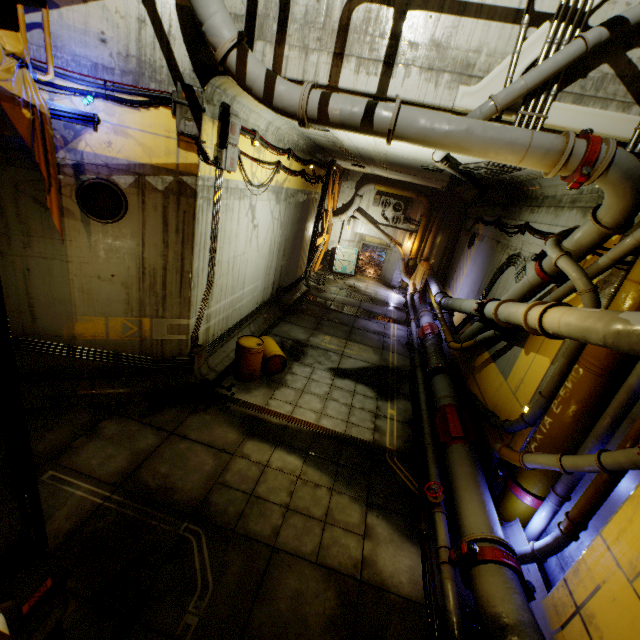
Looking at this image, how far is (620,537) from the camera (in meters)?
4.30

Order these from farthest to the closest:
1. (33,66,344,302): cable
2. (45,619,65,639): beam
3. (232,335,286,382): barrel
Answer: (232,335,286,382): barrel < (33,66,344,302): cable < (45,619,65,639): beam

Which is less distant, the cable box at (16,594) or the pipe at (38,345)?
the cable box at (16,594)

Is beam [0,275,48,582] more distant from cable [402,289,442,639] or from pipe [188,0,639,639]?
cable [402,289,442,639]

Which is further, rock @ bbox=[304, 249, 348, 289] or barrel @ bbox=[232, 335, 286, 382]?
rock @ bbox=[304, 249, 348, 289]

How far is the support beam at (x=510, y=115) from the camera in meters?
4.9

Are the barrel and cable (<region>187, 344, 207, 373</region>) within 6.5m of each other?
yes

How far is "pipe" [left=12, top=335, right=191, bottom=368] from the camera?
6.7 meters
